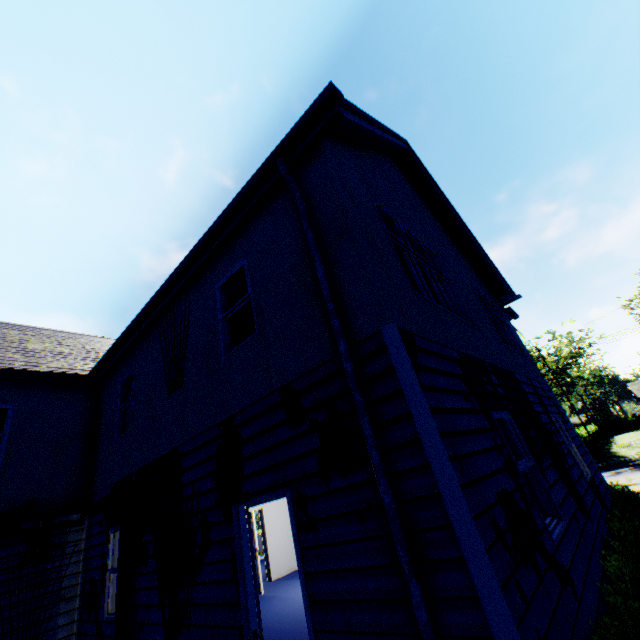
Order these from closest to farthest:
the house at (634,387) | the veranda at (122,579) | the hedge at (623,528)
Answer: the hedge at (623,528)
the veranda at (122,579)
the house at (634,387)

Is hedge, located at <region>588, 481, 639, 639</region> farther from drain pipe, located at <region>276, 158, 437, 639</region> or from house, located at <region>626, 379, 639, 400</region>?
house, located at <region>626, 379, 639, 400</region>

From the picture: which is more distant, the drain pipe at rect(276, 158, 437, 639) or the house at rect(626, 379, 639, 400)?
the house at rect(626, 379, 639, 400)

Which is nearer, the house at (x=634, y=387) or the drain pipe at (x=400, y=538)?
the drain pipe at (x=400, y=538)

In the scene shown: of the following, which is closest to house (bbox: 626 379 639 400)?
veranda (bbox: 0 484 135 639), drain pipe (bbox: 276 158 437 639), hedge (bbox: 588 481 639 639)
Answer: hedge (bbox: 588 481 639 639)

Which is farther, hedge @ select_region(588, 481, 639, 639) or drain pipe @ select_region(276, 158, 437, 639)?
hedge @ select_region(588, 481, 639, 639)

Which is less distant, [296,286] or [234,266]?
[296,286]

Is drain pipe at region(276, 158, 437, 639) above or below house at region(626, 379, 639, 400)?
below
